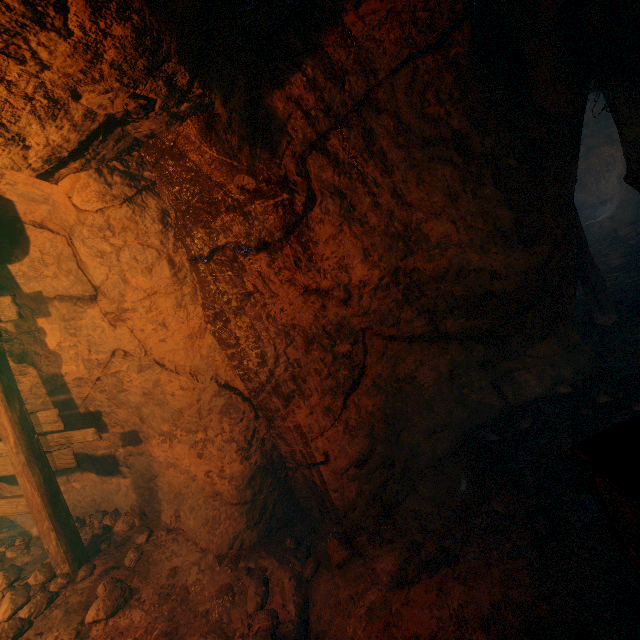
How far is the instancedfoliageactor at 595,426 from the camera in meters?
3.1

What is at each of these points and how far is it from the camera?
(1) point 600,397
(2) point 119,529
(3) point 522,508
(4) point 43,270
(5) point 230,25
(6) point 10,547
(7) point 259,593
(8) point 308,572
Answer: (1) instancedfoliageactor, 3.5 meters
(2) instancedfoliageactor, 4.4 meters
(3) instancedfoliageactor, 2.8 meters
(4) burlap sack, 3.5 meters
(5) burlap sack, 2.1 meters
(6) instancedfoliageactor, 4.4 meters
(7) instancedfoliageactor, 3.1 meters
(8) instancedfoliageactor, 3.3 meters

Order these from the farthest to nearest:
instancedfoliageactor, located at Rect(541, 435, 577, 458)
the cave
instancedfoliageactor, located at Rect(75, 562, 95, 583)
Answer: instancedfoliageactor, located at Rect(75, 562, 95, 583)
instancedfoliageactor, located at Rect(541, 435, 577, 458)
the cave

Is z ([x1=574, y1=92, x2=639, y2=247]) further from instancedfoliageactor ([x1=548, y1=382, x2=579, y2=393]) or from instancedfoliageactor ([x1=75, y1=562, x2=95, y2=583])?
instancedfoliageactor ([x1=75, y1=562, x2=95, y2=583])

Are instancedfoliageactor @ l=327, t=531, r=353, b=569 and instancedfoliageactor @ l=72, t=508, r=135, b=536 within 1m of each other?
no

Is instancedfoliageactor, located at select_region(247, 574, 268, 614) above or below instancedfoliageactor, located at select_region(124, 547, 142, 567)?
below

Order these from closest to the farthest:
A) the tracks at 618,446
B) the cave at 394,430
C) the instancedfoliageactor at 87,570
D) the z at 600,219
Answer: the tracks at 618,446, the cave at 394,430, the instancedfoliageactor at 87,570, the z at 600,219

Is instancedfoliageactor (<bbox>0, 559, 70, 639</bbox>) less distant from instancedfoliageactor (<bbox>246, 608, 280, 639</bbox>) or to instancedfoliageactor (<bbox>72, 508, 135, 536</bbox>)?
instancedfoliageactor (<bbox>72, 508, 135, 536</bbox>)
